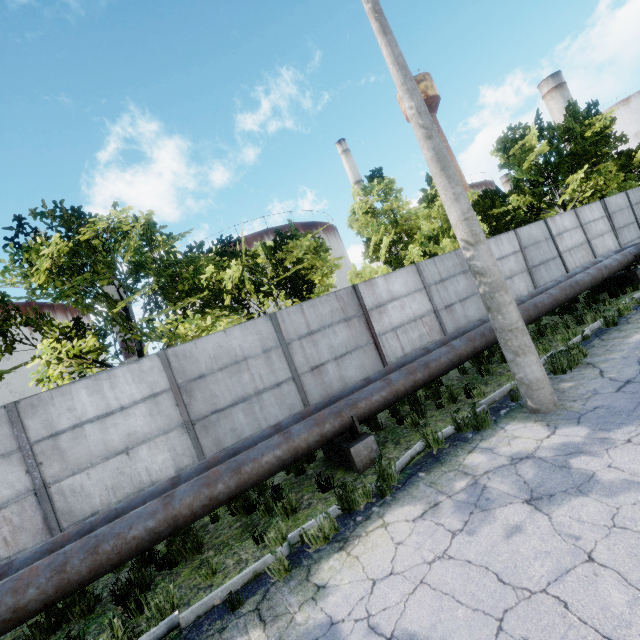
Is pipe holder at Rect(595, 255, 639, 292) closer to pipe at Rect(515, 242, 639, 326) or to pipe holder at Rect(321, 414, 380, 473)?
pipe at Rect(515, 242, 639, 326)

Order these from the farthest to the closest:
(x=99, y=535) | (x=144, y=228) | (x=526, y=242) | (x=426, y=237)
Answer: (x=426, y=237)
(x=526, y=242)
(x=144, y=228)
(x=99, y=535)

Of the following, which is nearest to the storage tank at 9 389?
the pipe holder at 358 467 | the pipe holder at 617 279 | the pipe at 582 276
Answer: the pipe at 582 276

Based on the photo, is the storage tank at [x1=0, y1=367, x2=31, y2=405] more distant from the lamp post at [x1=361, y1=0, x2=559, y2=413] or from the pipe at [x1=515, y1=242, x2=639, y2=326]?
the lamp post at [x1=361, y1=0, x2=559, y2=413]

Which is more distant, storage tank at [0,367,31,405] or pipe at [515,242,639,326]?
storage tank at [0,367,31,405]

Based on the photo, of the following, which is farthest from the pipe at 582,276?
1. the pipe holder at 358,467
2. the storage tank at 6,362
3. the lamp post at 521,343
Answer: the storage tank at 6,362

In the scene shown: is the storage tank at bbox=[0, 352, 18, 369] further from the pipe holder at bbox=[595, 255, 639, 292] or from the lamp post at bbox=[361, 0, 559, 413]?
the pipe holder at bbox=[595, 255, 639, 292]

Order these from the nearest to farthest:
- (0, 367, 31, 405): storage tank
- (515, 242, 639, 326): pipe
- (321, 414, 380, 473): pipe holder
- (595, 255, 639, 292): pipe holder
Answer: (321, 414, 380, 473): pipe holder
(515, 242, 639, 326): pipe
(595, 255, 639, 292): pipe holder
(0, 367, 31, 405): storage tank
